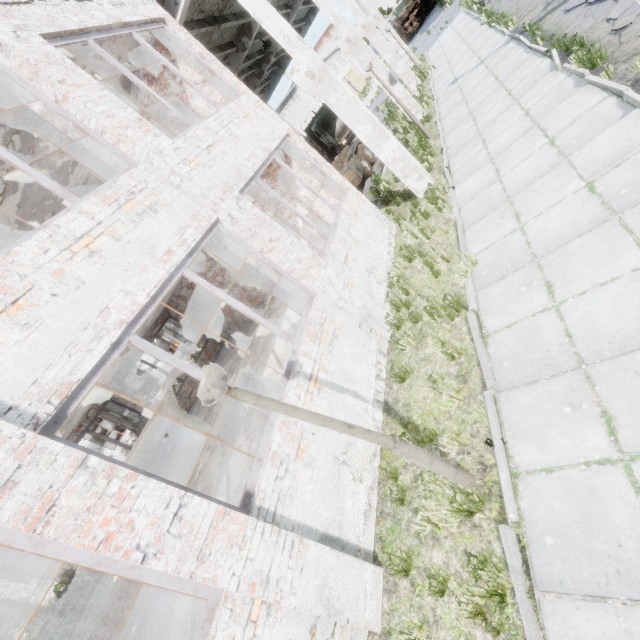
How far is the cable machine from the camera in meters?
23.1 m

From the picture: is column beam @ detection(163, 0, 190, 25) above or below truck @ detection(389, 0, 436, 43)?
above

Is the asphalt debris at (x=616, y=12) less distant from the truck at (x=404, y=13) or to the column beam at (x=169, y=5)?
the column beam at (x=169, y=5)

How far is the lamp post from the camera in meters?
2.4 m

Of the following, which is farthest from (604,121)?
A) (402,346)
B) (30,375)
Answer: (30,375)

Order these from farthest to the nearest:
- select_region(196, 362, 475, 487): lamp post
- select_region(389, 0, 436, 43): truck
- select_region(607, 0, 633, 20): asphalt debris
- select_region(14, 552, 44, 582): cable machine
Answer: select_region(389, 0, 436, 43): truck
select_region(14, 552, 44, 582): cable machine
select_region(607, 0, 633, 20): asphalt debris
select_region(196, 362, 475, 487): lamp post

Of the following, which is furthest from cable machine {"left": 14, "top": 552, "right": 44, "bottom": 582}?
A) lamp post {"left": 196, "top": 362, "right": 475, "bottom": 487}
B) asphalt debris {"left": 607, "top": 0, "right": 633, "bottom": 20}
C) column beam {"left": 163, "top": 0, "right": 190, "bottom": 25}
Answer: asphalt debris {"left": 607, "top": 0, "right": 633, "bottom": 20}

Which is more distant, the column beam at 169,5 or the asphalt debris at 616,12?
the column beam at 169,5
